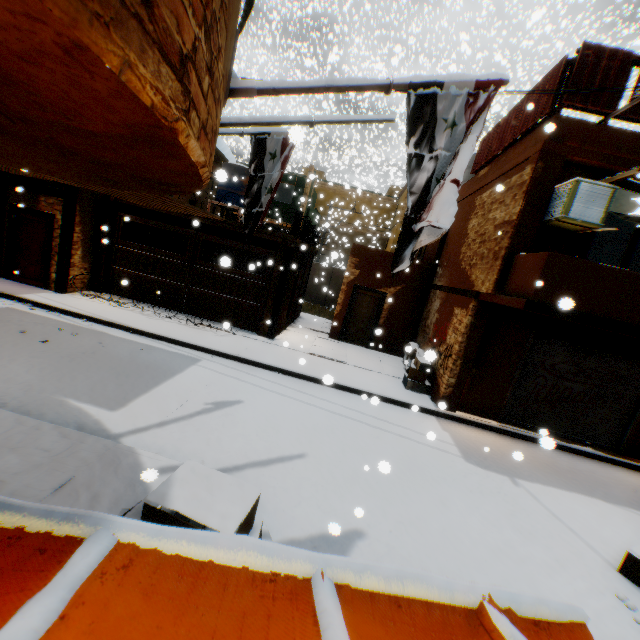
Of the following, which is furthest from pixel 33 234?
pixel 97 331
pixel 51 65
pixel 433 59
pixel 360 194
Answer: pixel 433 59

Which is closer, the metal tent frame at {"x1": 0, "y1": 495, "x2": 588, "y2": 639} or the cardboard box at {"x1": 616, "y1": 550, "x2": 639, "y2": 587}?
the metal tent frame at {"x1": 0, "y1": 495, "x2": 588, "y2": 639}

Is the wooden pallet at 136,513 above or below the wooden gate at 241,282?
below

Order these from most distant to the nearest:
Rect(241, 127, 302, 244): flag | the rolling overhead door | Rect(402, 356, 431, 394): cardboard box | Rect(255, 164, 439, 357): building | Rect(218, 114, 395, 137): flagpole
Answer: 1. Rect(255, 164, 439, 357): building
2. Rect(402, 356, 431, 394): cardboard box
3. the rolling overhead door
4. Rect(241, 127, 302, 244): flag
5. Rect(218, 114, 395, 137): flagpole

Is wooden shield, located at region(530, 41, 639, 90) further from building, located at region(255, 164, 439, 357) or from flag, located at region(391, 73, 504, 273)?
flag, located at region(391, 73, 504, 273)

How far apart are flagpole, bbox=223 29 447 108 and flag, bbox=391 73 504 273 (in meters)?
0.01

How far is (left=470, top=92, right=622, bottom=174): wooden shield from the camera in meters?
6.7 m

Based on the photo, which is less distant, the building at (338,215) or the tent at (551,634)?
the tent at (551,634)
